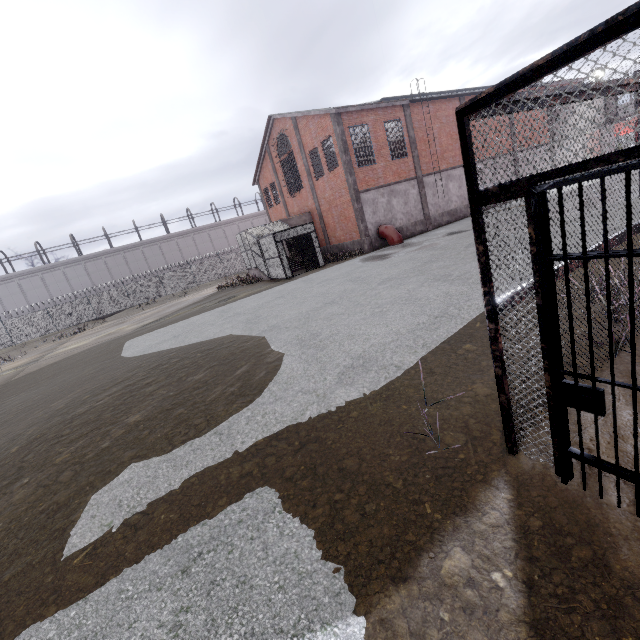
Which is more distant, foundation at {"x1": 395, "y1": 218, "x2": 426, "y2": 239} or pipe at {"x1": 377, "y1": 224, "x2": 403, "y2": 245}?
foundation at {"x1": 395, "y1": 218, "x2": 426, "y2": 239}

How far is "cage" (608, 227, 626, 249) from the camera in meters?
3.4 m

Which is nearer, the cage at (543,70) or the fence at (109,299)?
the cage at (543,70)

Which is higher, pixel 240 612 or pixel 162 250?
pixel 162 250

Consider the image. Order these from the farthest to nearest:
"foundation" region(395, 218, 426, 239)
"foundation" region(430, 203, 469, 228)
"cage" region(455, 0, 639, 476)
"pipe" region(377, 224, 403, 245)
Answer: "foundation" region(430, 203, 469, 228)
"foundation" region(395, 218, 426, 239)
"pipe" region(377, 224, 403, 245)
"cage" region(455, 0, 639, 476)

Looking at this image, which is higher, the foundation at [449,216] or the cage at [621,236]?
the cage at [621,236]

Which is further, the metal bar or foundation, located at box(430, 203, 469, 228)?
foundation, located at box(430, 203, 469, 228)

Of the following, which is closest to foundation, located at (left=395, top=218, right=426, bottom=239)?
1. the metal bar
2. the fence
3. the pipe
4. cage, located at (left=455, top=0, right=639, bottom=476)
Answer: the pipe
